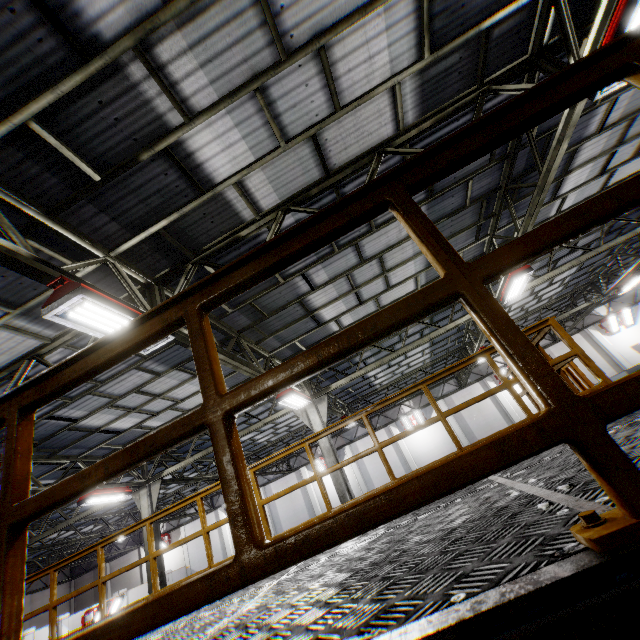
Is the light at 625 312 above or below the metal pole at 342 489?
above

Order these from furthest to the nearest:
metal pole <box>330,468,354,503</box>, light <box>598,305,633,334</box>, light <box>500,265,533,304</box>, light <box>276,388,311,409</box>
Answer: light <box>598,305,633,334</box>
metal pole <box>330,468,354,503</box>
light <box>276,388,311,409</box>
light <box>500,265,533,304</box>

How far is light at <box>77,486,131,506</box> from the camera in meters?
10.5 m

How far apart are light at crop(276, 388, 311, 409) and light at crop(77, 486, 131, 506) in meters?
7.0

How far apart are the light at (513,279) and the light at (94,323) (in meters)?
8.66

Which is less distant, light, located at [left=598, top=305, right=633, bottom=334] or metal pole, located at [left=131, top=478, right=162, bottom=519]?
metal pole, located at [left=131, top=478, right=162, bottom=519]

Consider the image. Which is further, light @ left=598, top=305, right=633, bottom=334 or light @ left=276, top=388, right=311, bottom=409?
light @ left=598, top=305, right=633, bottom=334

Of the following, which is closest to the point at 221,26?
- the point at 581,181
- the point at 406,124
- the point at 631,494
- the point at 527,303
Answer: the point at 406,124
